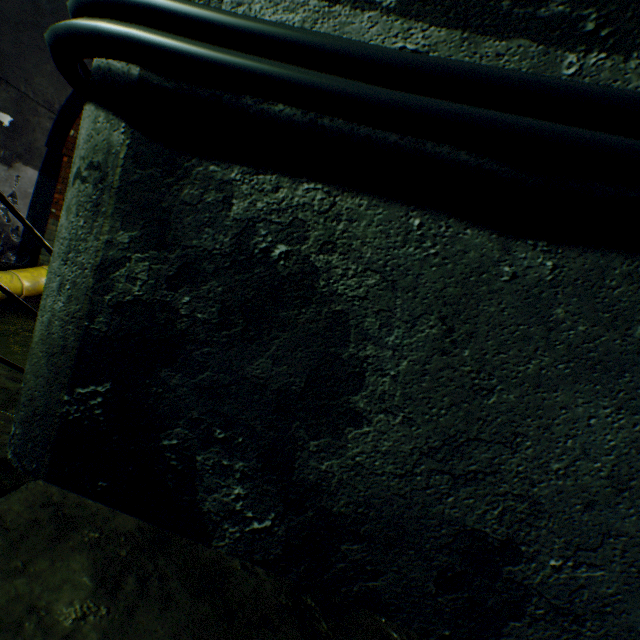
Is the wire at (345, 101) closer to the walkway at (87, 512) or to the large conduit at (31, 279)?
the walkway at (87, 512)

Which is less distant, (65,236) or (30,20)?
(65,236)

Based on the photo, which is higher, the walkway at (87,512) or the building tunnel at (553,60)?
the building tunnel at (553,60)

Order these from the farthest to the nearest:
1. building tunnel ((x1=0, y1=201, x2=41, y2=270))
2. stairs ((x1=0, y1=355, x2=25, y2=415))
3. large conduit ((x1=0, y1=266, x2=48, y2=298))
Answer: building tunnel ((x1=0, y1=201, x2=41, y2=270))
large conduit ((x1=0, y1=266, x2=48, y2=298))
stairs ((x1=0, y1=355, x2=25, y2=415))

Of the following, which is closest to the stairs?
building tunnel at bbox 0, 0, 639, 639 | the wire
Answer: building tunnel at bbox 0, 0, 639, 639

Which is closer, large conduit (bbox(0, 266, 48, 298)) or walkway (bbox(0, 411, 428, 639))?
walkway (bbox(0, 411, 428, 639))

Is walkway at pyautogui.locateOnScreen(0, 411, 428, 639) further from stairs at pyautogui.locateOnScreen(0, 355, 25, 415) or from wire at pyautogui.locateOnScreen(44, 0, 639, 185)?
wire at pyautogui.locateOnScreen(44, 0, 639, 185)

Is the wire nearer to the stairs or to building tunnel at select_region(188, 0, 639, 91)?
building tunnel at select_region(188, 0, 639, 91)
